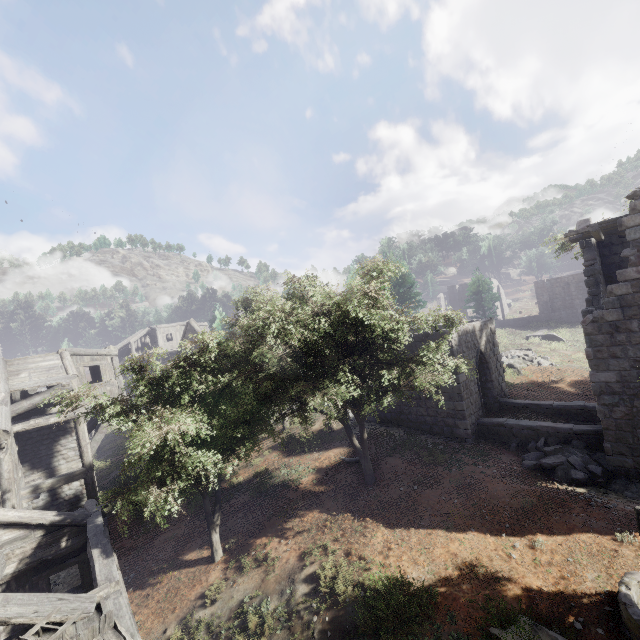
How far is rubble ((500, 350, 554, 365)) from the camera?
24.84m

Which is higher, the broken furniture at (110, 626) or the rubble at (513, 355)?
the broken furniture at (110, 626)

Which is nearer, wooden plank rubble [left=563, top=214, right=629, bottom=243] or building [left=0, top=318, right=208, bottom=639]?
building [left=0, top=318, right=208, bottom=639]

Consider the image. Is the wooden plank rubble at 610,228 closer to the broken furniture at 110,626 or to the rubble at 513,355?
the rubble at 513,355

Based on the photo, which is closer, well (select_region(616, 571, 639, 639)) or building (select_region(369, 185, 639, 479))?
well (select_region(616, 571, 639, 639))

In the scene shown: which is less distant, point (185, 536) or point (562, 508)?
point (562, 508)

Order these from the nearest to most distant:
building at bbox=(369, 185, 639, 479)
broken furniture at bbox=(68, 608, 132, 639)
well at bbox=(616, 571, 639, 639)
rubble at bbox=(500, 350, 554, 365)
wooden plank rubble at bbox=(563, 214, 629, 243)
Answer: broken furniture at bbox=(68, 608, 132, 639)
well at bbox=(616, 571, 639, 639)
building at bbox=(369, 185, 639, 479)
wooden plank rubble at bbox=(563, 214, 629, 243)
rubble at bbox=(500, 350, 554, 365)

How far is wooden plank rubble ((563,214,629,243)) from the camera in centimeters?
1102cm
